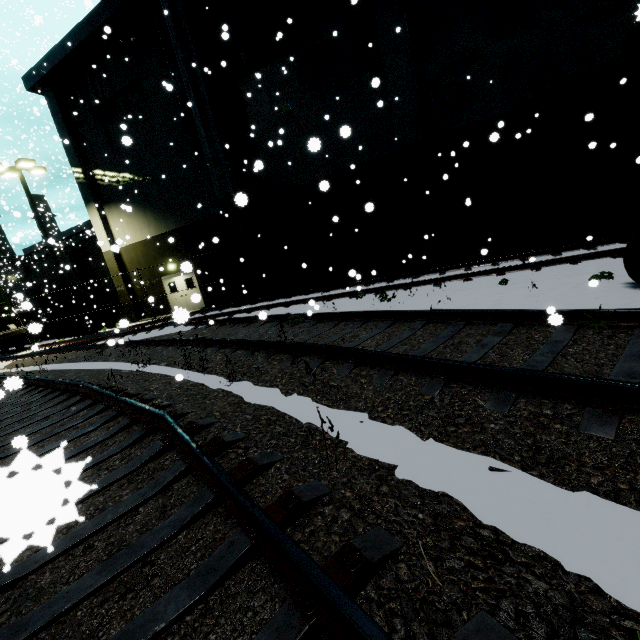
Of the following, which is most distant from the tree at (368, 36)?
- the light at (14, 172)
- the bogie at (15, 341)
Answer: the light at (14, 172)

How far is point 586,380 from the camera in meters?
2.8 m

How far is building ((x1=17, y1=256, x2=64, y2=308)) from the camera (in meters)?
28.25

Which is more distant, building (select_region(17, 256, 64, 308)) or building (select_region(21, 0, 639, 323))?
building (select_region(17, 256, 64, 308))

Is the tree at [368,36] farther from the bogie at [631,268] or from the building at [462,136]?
the bogie at [631,268]

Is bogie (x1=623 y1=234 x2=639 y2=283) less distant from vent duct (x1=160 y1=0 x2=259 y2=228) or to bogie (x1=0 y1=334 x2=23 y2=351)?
vent duct (x1=160 y1=0 x2=259 y2=228)

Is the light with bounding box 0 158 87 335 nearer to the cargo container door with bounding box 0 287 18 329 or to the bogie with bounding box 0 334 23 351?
the cargo container door with bounding box 0 287 18 329

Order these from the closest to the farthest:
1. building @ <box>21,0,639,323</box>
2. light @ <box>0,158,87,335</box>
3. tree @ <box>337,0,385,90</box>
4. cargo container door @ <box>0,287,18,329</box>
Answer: building @ <box>21,0,639,323</box>, tree @ <box>337,0,385,90</box>, light @ <box>0,158,87,335</box>, cargo container door @ <box>0,287,18,329</box>
